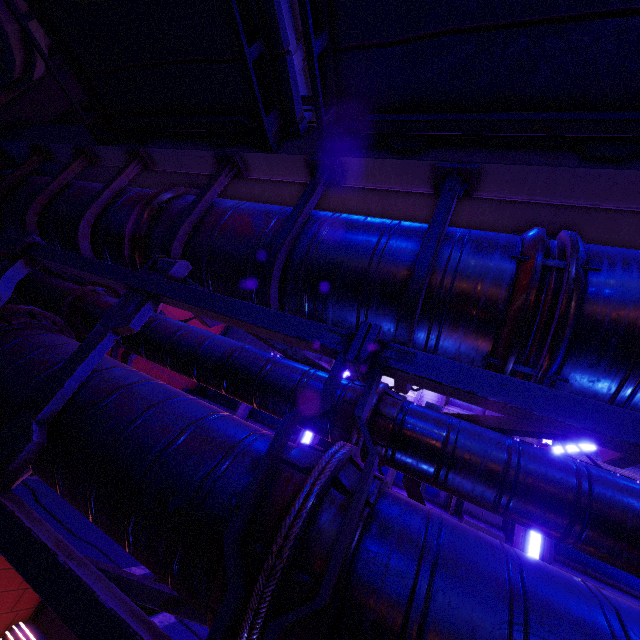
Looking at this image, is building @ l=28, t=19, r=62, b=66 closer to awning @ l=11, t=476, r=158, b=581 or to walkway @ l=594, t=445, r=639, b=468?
walkway @ l=594, t=445, r=639, b=468

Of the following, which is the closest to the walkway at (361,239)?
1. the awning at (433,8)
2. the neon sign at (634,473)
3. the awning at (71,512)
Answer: the awning at (433,8)

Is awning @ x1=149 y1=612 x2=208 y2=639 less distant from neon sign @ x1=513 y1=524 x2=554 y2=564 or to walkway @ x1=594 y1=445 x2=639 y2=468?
neon sign @ x1=513 y1=524 x2=554 y2=564

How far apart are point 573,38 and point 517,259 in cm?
176

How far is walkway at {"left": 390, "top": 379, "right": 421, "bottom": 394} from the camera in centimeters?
345cm

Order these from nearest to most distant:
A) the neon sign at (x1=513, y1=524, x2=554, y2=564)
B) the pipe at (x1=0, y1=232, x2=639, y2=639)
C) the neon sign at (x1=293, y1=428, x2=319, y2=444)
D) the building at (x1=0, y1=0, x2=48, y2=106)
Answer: the pipe at (x1=0, y1=232, x2=639, y2=639)
the building at (x1=0, y1=0, x2=48, y2=106)
the neon sign at (x1=513, y1=524, x2=554, y2=564)
the neon sign at (x1=293, y1=428, x2=319, y2=444)

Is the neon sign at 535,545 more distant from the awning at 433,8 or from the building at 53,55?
the building at 53,55

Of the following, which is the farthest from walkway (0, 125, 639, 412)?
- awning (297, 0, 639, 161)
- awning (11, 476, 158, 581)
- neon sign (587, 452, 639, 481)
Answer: awning (11, 476, 158, 581)
